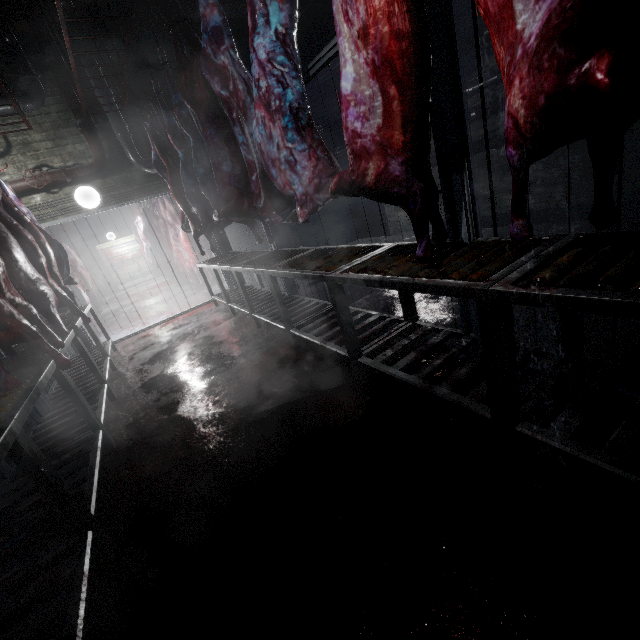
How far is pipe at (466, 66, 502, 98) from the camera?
3.8m

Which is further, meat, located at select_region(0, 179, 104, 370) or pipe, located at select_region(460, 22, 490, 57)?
pipe, located at select_region(460, 22, 490, 57)

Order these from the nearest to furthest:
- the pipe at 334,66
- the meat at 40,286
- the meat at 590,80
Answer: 1. the meat at 590,80
2. the meat at 40,286
3. the pipe at 334,66

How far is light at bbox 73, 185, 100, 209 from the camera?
4.7 meters

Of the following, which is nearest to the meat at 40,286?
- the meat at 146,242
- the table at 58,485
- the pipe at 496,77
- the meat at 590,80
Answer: the table at 58,485

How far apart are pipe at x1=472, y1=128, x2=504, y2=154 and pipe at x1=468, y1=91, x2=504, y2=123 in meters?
0.1

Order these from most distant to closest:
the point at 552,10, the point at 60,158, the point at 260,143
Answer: the point at 60,158 < the point at 260,143 < the point at 552,10

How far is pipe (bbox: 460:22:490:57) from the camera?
3.7m
